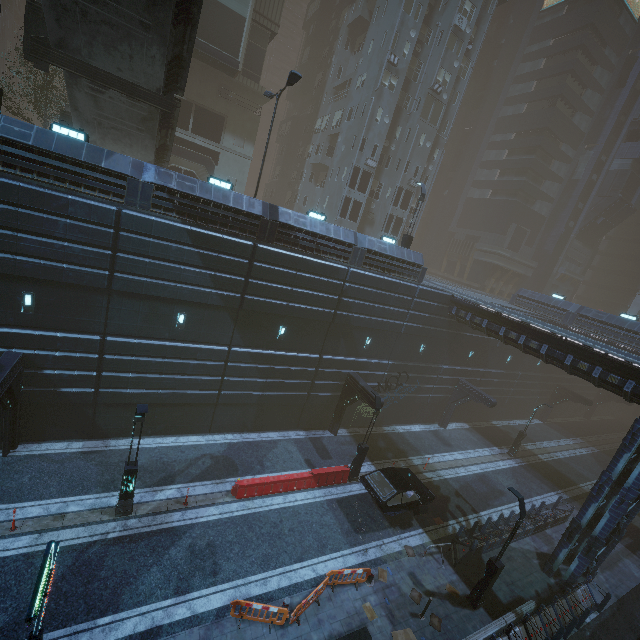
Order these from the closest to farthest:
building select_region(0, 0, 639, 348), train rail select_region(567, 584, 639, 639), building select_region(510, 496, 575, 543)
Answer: train rail select_region(567, 584, 639, 639), building select_region(0, 0, 639, 348), building select_region(510, 496, 575, 543)

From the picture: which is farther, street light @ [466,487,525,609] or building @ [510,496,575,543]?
building @ [510,496,575,543]

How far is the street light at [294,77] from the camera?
15.3 meters

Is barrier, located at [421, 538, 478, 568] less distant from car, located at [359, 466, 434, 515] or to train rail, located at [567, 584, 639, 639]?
car, located at [359, 466, 434, 515]

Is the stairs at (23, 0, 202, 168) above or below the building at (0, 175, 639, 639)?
Result: above

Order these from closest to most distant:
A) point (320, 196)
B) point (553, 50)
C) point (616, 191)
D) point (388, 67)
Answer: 1. point (388, 67)
2. point (320, 196)
3. point (553, 50)
4. point (616, 191)

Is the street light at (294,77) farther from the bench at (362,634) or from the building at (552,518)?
the bench at (362,634)

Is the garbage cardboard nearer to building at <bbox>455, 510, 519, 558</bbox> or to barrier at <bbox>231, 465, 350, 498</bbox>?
building at <bbox>455, 510, 519, 558</bbox>
